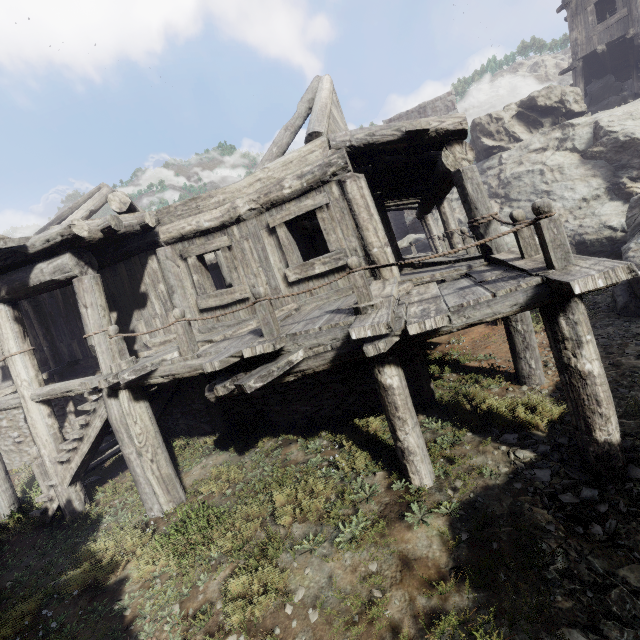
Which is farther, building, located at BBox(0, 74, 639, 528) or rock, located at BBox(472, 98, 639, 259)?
rock, located at BBox(472, 98, 639, 259)

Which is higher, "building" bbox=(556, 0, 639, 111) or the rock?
"building" bbox=(556, 0, 639, 111)

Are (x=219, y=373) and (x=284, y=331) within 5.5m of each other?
yes

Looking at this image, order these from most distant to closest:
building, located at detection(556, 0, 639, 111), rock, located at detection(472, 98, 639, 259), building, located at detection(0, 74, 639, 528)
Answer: building, located at detection(556, 0, 639, 111) < rock, located at detection(472, 98, 639, 259) < building, located at detection(0, 74, 639, 528)

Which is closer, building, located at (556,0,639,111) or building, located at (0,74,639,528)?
building, located at (0,74,639,528)

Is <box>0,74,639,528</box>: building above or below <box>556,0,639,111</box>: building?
below

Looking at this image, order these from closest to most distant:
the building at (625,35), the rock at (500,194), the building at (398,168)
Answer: the building at (398,168) → the rock at (500,194) → the building at (625,35)

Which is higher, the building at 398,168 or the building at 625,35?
the building at 625,35
